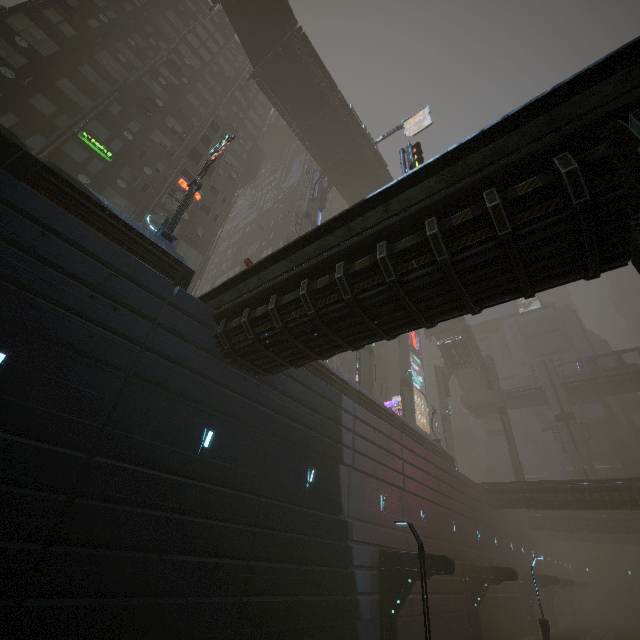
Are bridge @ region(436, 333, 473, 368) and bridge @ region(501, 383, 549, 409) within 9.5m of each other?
yes

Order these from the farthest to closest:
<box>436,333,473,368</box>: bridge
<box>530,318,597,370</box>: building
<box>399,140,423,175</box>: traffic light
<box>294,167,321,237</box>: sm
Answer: <box>530,318,597,370</box>: building < <box>436,333,473,368</box>: bridge < <box>294,167,321,237</box>: sm < <box>399,140,423,175</box>: traffic light

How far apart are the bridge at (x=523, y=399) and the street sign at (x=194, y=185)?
50.07m

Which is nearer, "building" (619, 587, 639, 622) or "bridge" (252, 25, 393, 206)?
"bridge" (252, 25, 393, 206)

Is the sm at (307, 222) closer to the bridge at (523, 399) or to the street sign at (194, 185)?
the street sign at (194, 185)

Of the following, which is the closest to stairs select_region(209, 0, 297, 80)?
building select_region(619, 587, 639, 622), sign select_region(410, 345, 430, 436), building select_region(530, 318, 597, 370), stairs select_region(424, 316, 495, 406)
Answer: stairs select_region(424, 316, 495, 406)

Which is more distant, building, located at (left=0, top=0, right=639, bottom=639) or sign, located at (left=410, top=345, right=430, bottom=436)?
sign, located at (left=410, top=345, right=430, bottom=436)

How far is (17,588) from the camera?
6.52m
